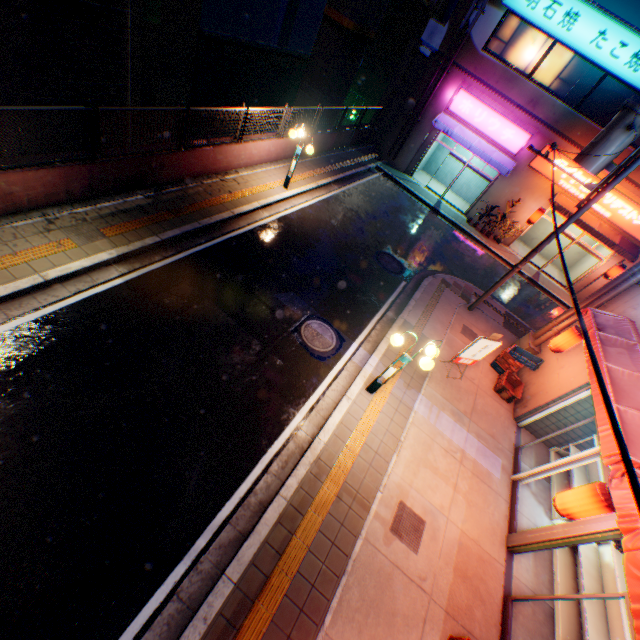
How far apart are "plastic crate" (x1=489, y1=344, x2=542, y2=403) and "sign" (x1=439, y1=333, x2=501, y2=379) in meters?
1.3 m

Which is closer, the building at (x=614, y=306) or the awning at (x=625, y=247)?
the building at (x=614, y=306)

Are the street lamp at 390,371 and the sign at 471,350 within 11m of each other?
yes

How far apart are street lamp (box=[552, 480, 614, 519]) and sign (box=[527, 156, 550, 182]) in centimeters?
1732cm

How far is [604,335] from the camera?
7.55m

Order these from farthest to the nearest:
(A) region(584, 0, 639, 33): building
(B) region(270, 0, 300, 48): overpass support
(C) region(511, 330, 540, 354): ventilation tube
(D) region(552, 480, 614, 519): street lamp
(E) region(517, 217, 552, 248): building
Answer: (B) region(270, 0, 300, 48): overpass support, (E) region(517, 217, 552, 248): building, (A) region(584, 0, 639, 33): building, (C) region(511, 330, 540, 354): ventilation tube, (D) region(552, 480, 614, 519): street lamp

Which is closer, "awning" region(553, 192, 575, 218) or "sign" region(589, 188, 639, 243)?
"sign" region(589, 188, 639, 243)

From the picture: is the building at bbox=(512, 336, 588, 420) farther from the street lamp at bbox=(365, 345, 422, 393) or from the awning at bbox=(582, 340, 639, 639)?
the street lamp at bbox=(365, 345, 422, 393)
